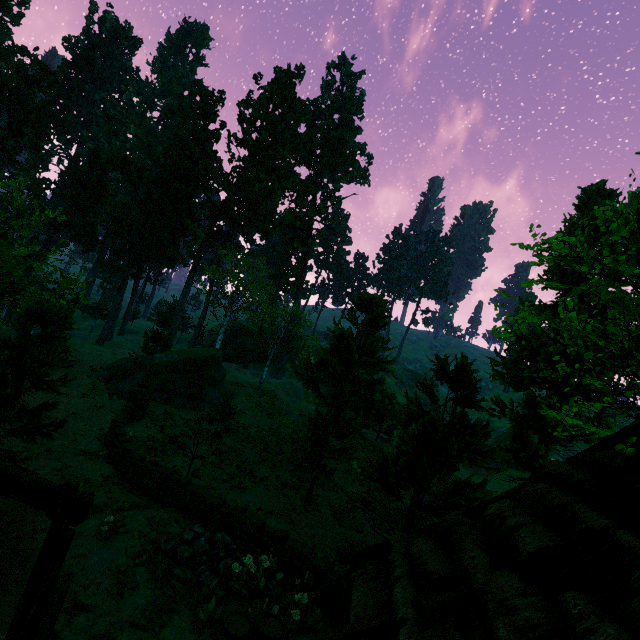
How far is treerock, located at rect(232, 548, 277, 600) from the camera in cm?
893

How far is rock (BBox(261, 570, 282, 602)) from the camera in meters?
9.1 m

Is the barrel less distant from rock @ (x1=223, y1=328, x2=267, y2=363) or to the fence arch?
the fence arch

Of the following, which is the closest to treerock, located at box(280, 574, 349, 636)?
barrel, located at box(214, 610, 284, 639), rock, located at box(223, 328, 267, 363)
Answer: rock, located at box(223, 328, 267, 363)

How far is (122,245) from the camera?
45.84m

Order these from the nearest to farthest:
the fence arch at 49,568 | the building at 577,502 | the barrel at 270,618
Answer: the building at 577,502 < the fence arch at 49,568 < the barrel at 270,618

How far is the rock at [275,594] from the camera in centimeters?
909cm

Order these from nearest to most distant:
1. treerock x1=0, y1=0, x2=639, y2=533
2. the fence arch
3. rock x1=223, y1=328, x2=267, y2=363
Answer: the fence arch
treerock x1=0, y1=0, x2=639, y2=533
rock x1=223, y1=328, x2=267, y2=363
